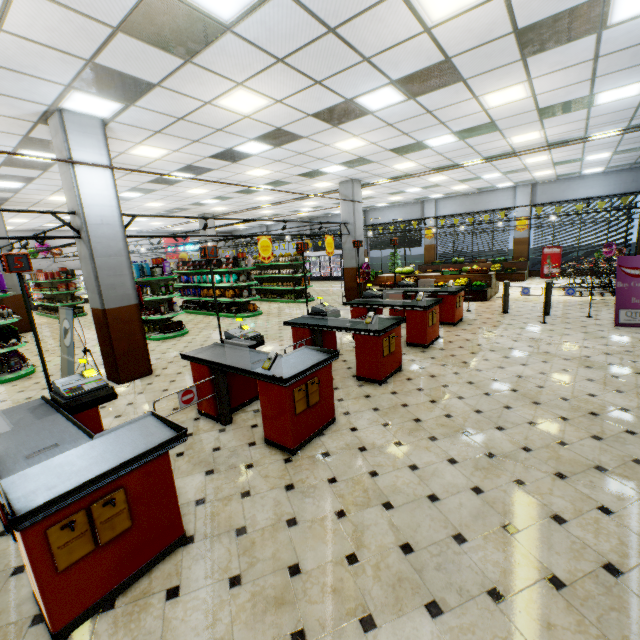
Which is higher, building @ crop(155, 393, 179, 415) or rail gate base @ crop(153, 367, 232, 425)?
rail gate base @ crop(153, 367, 232, 425)

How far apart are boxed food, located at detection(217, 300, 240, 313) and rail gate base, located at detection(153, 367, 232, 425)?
8.4m

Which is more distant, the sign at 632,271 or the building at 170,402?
the sign at 632,271

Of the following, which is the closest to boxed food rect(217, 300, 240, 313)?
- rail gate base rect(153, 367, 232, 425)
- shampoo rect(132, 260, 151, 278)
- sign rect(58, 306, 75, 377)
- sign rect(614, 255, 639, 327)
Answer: shampoo rect(132, 260, 151, 278)

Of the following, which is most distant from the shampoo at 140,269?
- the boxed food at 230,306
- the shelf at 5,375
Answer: the boxed food at 230,306

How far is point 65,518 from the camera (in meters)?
2.01

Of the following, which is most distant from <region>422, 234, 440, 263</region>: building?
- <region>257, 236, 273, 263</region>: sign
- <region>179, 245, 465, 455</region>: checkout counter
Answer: <region>257, 236, 273, 263</region>: sign

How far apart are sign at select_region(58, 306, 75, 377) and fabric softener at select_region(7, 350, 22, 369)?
2.20m
